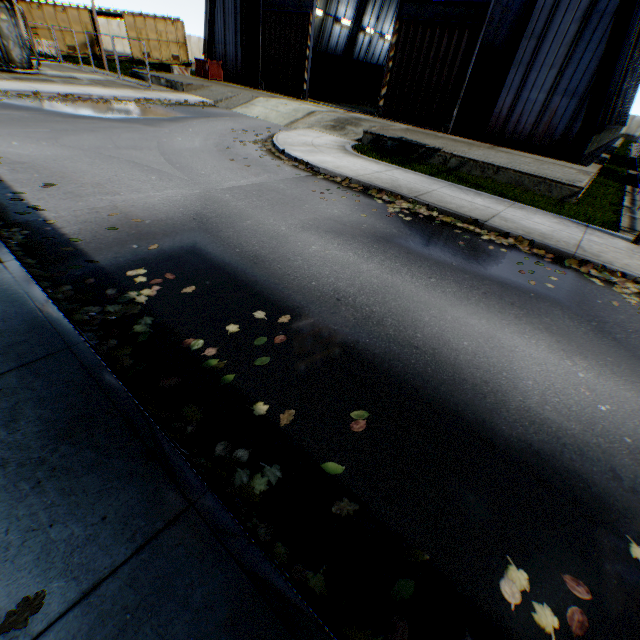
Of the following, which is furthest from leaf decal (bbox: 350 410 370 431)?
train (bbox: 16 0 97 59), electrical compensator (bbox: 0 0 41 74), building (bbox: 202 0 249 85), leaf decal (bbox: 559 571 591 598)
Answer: train (bbox: 16 0 97 59)

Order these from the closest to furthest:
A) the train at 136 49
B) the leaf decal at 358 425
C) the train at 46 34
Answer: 1. the leaf decal at 358 425
2. the train at 46 34
3. the train at 136 49

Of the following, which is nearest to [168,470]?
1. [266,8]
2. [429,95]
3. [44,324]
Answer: [44,324]

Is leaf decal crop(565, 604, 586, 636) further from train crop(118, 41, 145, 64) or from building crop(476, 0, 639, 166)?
train crop(118, 41, 145, 64)

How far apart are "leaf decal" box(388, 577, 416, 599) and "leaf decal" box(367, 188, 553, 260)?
5.31m

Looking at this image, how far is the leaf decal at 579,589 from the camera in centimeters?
203cm

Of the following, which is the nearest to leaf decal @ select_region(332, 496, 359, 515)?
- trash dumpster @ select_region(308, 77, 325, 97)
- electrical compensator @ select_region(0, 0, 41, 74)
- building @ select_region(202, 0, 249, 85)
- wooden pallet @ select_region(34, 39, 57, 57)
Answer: electrical compensator @ select_region(0, 0, 41, 74)

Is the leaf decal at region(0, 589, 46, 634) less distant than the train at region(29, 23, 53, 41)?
Yes
